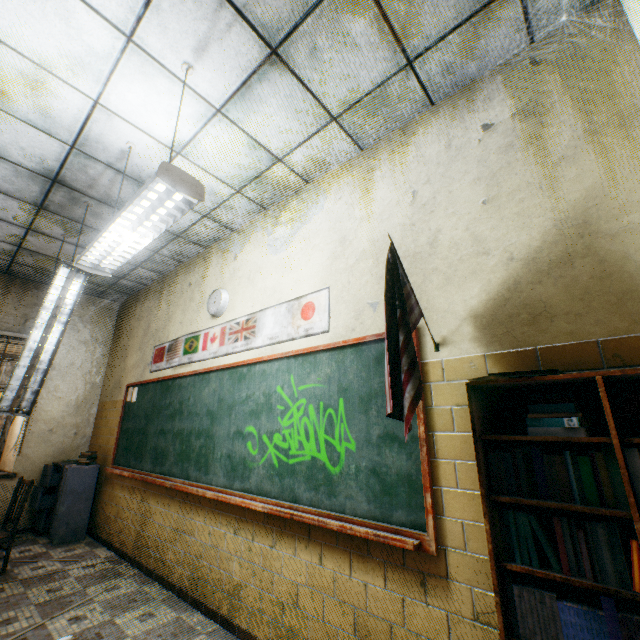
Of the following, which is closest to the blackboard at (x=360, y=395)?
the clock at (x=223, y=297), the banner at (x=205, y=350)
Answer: the banner at (x=205, y=350)

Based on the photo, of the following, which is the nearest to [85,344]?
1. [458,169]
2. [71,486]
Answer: [71,486]

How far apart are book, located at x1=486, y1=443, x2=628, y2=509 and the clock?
3.1m

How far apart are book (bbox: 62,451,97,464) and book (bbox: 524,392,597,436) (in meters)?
5.78

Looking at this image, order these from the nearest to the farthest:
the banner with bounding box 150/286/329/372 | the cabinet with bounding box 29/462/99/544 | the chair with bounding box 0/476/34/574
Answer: the banner with bounding box 150/286/329/372 → the chair with bounding box 0/476/34/574 → the cabinet with bounding box 29/462/99/544

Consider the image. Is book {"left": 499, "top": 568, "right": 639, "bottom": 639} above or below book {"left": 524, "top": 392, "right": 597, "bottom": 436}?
below

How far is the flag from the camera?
1.47m

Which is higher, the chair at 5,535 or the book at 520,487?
the book at 520,487
